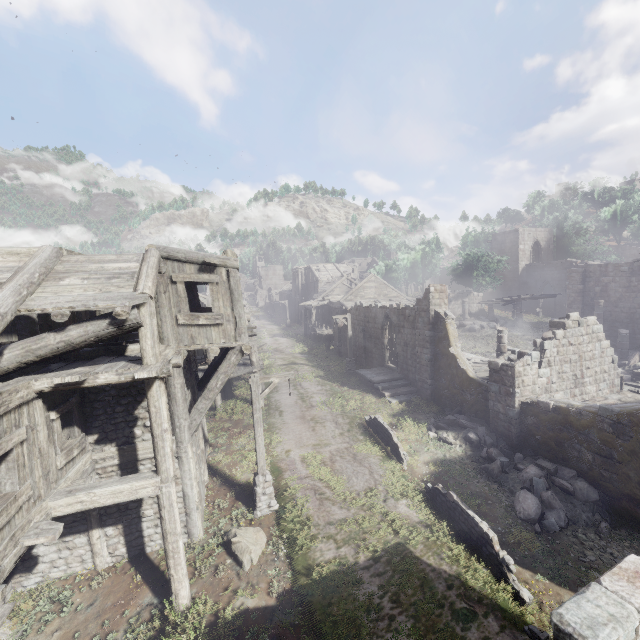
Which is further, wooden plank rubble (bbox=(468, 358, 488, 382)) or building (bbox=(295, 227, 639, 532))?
wooden plank rubble (bbox=(468, 358, 488, 382))

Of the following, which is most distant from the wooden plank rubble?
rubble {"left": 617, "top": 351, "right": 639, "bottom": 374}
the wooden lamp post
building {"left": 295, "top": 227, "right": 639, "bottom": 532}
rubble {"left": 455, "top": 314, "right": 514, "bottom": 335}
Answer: the wooden lamp post

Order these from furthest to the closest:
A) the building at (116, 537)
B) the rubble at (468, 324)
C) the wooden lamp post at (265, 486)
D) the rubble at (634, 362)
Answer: the rubble at (468, 324) → the rubble at (634, 362) → the wooden lamp post at (265, 486) → the building at (116, 537)

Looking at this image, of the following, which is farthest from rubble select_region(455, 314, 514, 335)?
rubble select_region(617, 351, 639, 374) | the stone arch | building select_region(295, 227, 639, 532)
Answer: the stone arch

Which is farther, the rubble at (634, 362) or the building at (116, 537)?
the rubble at (634, 362)

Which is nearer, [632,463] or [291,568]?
[291,568]

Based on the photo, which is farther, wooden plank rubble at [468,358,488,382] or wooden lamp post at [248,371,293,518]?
wooden plank rubble at [468,358,488,382]

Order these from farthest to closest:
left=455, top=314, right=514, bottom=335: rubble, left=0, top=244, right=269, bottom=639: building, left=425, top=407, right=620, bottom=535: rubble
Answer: left=455, top=314, right=514, bottom=335: rubble, left=425, top=407, right=620, bottom=535: rubble, left=0, top=244, right=269, bottom=639: building
